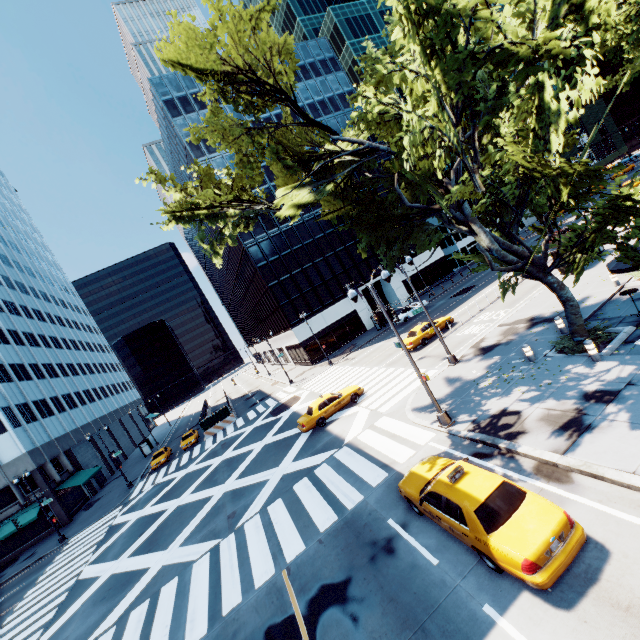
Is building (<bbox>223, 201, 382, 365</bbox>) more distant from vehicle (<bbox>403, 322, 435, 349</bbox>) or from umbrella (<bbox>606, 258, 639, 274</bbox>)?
umbrella (<bbox>606, 258, 639, 274</bbox>)

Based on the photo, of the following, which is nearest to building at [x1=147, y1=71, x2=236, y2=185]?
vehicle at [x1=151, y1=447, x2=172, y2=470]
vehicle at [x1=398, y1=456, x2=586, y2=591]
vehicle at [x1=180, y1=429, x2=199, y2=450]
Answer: vehicle at [x1=180, y1=429, x2=199, y2=450]

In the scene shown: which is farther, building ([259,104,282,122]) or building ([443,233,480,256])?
building ([443,233,480,256])

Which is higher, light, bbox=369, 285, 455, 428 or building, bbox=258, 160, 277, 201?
building, bbox=258, 160, 277, 201

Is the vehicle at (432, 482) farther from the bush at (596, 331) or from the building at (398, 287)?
the building at (398, 287)

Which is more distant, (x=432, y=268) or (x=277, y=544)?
(x=432, y=268)

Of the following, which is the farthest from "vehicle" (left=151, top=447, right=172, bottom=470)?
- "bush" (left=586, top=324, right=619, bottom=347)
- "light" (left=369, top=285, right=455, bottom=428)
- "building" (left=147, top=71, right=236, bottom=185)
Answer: "bush" (left=586, top=324, right=619, bottom=347)

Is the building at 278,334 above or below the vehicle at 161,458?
above
